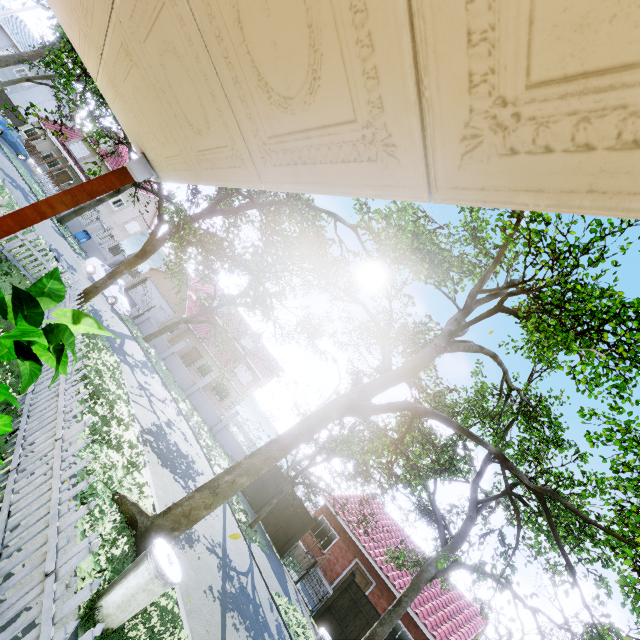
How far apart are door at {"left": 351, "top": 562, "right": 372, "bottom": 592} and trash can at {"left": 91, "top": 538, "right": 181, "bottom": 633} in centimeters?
1902cm

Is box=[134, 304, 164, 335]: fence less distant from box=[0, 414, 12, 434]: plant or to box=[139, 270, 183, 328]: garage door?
box=[139, 270, 183, 328]: garage door

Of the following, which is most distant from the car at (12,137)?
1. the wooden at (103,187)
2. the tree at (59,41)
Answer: the wooden at (103,187)

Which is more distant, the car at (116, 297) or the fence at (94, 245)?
the fence at (94, 245)

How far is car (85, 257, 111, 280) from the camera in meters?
21.9 m

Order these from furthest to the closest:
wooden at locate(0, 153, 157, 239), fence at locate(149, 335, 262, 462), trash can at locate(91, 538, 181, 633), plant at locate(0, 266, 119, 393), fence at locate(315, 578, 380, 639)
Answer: fence at locate(149, 335, 262, 462) → fence at locate(315, 578, 380, 639) → trash can at locate(91, 538, 181, 633) → wooden at locate(0, 153, 157, 239) → plant at locate(0, 266, 119, 393)

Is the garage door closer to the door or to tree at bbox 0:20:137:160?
tree at bbox 0:20:137:160

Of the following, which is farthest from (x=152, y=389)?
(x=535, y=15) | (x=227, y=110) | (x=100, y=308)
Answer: (x=535, y=15)
